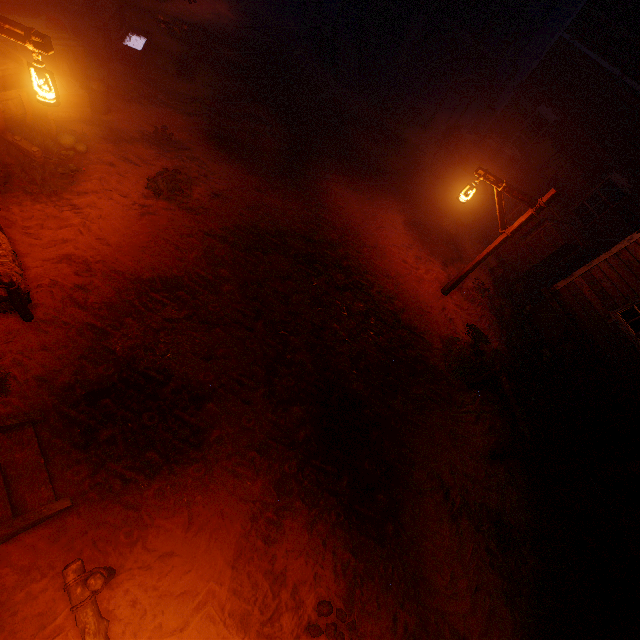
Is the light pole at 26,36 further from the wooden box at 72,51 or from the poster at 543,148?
the poster at 543,148

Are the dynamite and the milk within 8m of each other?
yes

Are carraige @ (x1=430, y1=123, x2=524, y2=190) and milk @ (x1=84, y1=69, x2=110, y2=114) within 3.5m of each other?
no

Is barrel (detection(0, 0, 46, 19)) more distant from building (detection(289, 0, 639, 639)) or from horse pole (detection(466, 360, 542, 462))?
horse pole (detection(466, 360, 542, 462))

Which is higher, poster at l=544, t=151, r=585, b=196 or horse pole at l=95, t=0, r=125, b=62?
poster at l=544, t=151, r=585, b=196

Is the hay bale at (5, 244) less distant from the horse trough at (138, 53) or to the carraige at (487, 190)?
the horse trough at (138, 53)

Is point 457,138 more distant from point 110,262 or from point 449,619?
point 449,619

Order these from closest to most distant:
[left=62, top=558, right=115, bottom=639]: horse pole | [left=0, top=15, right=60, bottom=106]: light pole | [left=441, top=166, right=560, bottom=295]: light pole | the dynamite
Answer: [left=62, top=558, right=115, bottom=639]: horse pole, [left=0, top=15, right=60, bottom=106]: light pole, [left=441, top=166, right=560, bottom=295]: light pole, the dynamite
